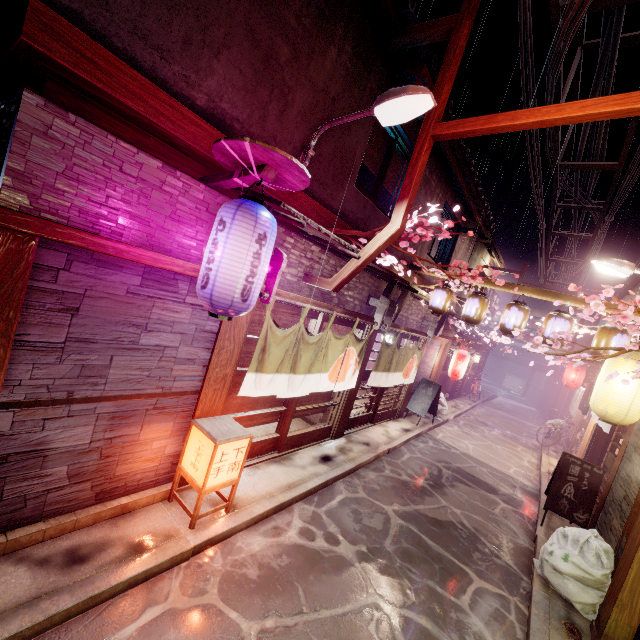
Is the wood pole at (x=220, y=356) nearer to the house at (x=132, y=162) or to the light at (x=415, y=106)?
the house at (x=132, y=162)

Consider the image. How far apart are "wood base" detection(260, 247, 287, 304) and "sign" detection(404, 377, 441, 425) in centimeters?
1474cm

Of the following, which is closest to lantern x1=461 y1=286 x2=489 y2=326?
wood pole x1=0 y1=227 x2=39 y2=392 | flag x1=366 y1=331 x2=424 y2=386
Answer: flag x1=366 y1=331 x2=424 y2=386

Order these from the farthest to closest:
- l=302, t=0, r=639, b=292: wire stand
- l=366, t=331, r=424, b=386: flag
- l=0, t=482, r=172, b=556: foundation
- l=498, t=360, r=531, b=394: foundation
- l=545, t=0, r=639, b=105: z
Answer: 1. l=498, t=360, r=531, b=394: foundation
2. l=366, t=331, r=424, b=386: flag
3. l=545, t=0, r=639, b=105: z
4. l=302, t=0, r=639, b=292: wire stand
5. l=0, t=482, r=172, b=556: foundation

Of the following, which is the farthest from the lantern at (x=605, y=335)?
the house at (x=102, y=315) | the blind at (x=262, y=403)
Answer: the house at (x=102, y=315)

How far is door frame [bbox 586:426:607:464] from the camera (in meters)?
16.75

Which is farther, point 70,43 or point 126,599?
point 126,599

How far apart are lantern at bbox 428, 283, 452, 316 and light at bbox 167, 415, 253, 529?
9.6m
